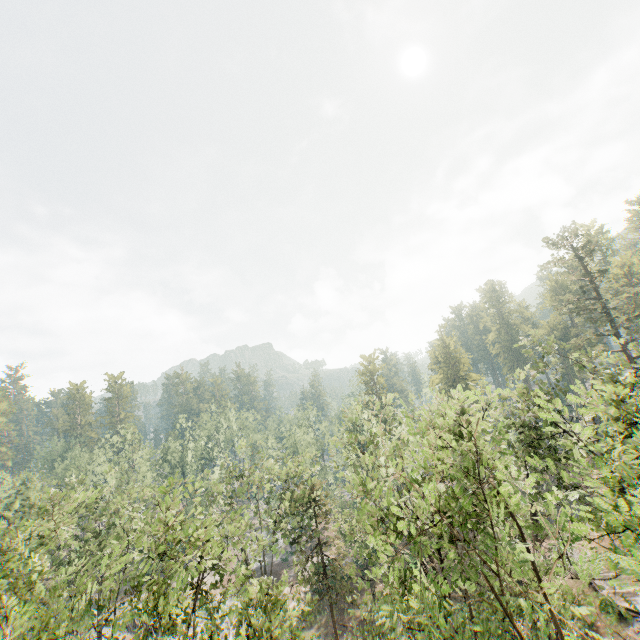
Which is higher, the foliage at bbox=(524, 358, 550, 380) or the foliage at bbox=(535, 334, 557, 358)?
the foliage at bbox=(535, 334, 557, 358)

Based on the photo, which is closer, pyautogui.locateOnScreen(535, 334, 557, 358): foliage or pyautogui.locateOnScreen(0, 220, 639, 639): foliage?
pyautogui.locateOnScreen(0, 220, 639, 639): foliage

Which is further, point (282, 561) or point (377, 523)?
point (282, 561)

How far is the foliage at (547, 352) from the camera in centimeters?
2505cm

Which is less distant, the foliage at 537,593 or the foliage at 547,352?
the foliage at 537,593

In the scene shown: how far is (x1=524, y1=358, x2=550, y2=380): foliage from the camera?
25.2 meters
